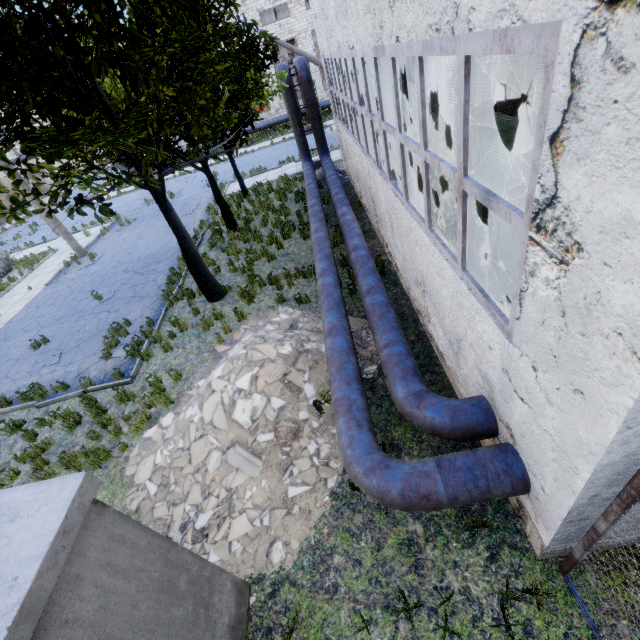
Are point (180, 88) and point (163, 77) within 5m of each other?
yes

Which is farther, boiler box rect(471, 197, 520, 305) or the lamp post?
the lamp post

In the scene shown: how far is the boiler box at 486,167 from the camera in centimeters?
531cm

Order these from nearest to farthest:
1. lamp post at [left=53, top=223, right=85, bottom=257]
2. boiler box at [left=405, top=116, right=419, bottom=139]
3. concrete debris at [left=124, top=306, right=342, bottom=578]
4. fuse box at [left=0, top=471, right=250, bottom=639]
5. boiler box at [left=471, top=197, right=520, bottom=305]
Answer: fuse box at [left=0, top=471, right=250, bottom=639], concrete debris at [left=124, top=306, right=342, bottom=578], boiler box at [left=471, top=197, right=520, bottom=305], boiler box at [left=405, top=116, right=419, bottom=139], lamp post at [left=53, top=223, right=85, bottom=257]

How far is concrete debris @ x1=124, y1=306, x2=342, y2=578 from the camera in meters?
5.1

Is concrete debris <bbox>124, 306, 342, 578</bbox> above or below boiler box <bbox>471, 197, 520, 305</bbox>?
below

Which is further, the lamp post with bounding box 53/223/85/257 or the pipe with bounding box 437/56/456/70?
the pipe with bounding box 437/56/456/70

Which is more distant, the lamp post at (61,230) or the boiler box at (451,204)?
→ the lamp post at (61,230)
